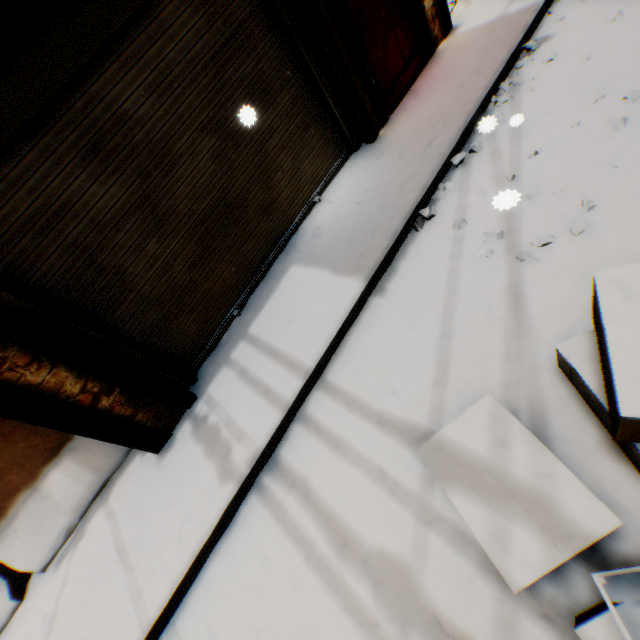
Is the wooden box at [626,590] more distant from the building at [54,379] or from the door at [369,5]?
the door at [369,5]

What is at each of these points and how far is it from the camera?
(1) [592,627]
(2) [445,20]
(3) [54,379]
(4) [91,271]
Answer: (1) cardboard box, 1.2 meters
(2) wooden beam, 4.7 meters
(3) building, 2.8 meters
(4) rolling overhead door, 3.0 meters

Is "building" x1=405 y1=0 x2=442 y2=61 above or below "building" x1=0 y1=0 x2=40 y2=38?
below

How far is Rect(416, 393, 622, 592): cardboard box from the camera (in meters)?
1.39

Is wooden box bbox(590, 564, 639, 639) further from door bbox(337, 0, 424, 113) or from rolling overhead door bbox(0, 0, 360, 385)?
door bbox(337, 0, 424, 113)

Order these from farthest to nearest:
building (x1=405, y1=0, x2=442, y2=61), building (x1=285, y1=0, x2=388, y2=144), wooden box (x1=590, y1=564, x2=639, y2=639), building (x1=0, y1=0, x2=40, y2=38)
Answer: building (x1=405, y1=0, x2=442, y2=61) < building (x1=285, y1=0, x2=388, y2=144) < building (x1=0, y1=0, x2=40, y2=38) < wooden box (x1=590, y1=564, x2=639, y2=639)

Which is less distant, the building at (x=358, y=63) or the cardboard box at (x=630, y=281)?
the cardboard box at (x=630, y=281)

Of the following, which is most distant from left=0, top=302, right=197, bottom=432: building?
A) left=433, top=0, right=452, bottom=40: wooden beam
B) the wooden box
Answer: the wooden box
